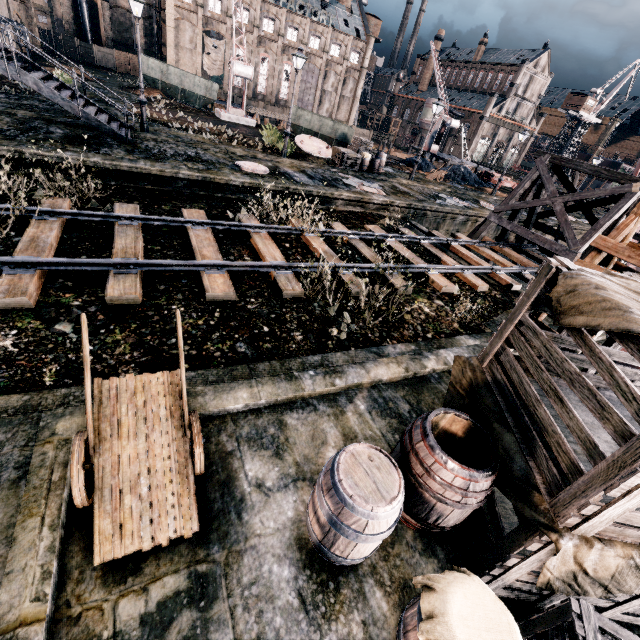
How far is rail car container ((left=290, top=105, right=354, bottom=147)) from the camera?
26.8m

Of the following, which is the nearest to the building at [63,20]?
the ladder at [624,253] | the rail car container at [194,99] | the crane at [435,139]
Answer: the rail car container at [194,99]

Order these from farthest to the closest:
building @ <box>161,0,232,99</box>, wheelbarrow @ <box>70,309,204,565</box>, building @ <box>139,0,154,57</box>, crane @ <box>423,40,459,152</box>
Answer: building @ <box>139,0,154,57</box>
building @ <box>161,0,232,99</box>
crane @ <box>423,40,459,152</box>
wheelbarrow @ <box>70,309,204,565</box>

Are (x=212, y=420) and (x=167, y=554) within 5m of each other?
yes

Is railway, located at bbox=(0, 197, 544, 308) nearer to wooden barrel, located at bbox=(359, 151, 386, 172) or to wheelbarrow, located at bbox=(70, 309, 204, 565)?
wheelbarrow, located at bbox=(70, 309, 204, 565)

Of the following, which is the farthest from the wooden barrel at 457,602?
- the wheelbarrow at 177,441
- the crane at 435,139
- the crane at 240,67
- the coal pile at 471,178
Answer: the crane at 435,139

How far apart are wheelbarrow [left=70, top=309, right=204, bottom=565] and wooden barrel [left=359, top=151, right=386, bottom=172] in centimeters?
2530cm

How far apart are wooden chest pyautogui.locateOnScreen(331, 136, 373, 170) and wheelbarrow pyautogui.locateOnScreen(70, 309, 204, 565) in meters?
23.0
